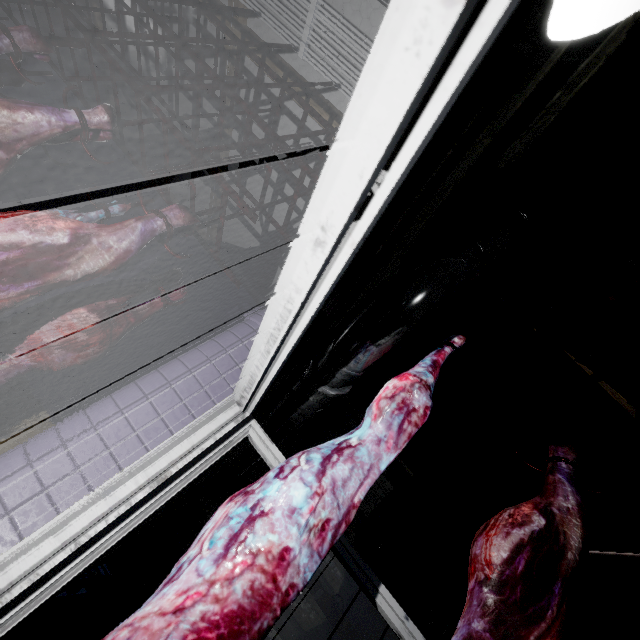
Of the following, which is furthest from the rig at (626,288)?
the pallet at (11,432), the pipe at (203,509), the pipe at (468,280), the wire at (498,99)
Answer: the pipe at (203,509)

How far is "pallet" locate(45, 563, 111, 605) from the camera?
2.0m

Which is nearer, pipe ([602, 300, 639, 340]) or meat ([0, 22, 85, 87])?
meat ([0, 22, 85, 87])

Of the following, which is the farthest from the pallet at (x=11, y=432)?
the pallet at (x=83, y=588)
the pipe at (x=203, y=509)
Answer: the pipe at (x=203, y=509)

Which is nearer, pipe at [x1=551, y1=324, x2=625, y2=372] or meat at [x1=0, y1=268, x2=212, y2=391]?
meat at [x1=0, y1=268, x2=212, y2=391]

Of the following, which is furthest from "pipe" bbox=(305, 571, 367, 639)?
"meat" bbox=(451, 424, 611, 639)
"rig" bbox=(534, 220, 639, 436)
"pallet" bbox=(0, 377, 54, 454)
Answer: "pallet" bbox=(0, 377, 54, 454)

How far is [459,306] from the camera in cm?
304

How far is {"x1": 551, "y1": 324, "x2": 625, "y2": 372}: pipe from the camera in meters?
2.2
